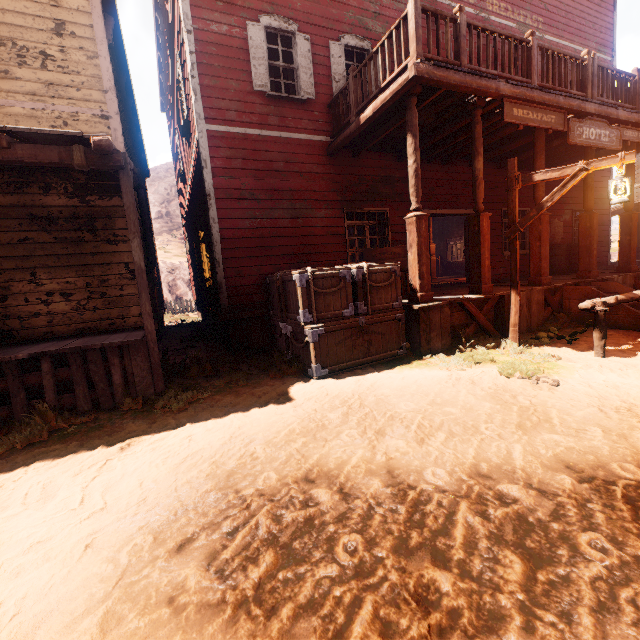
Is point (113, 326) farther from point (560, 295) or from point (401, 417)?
point (560, 295)

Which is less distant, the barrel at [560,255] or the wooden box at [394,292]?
the wooden box at [394,292]

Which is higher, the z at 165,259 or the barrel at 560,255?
the z at 165,259

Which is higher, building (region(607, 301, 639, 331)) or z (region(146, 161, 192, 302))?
z (region(146, 161, 192, 302))

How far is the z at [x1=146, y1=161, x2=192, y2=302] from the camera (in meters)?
25.98

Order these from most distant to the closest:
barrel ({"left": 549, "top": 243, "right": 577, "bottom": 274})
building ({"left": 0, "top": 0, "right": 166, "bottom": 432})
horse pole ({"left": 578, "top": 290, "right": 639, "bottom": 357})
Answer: barrel ({"left": 549, "top": 243, "right": 577, "bottom": 274}) < horse pole ({"left": 578, "top": 290, "right": 639, "bottom": 357}) < building ({"left": 0, "top": 0, "right": 166, "bottom": 432})

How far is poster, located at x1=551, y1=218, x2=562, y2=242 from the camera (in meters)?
11.85

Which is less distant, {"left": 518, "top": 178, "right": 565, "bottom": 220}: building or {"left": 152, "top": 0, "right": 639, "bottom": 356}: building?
{"left": 152, "top": 0, "right": 639, "bottom": 356}: building
